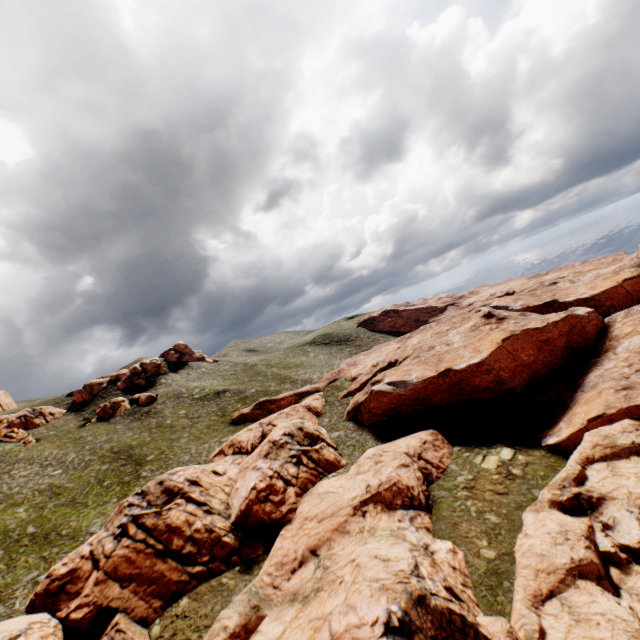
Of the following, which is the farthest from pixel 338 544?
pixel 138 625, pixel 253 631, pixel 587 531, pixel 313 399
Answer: pixel 313 399
